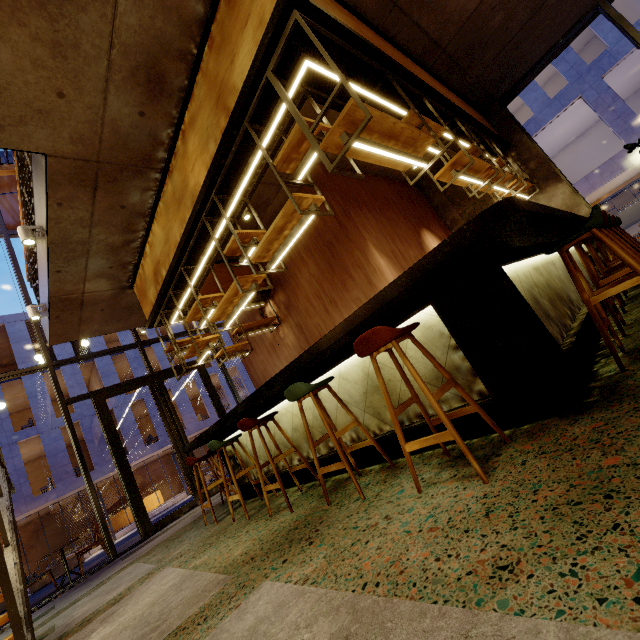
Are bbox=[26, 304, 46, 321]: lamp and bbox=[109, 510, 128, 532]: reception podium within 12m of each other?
no

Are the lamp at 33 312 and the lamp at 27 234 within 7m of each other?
yes

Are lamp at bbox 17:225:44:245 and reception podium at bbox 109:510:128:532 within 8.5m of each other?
no

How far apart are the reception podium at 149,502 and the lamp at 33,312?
24.9 meters

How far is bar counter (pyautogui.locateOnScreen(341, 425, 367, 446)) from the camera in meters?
3.2 m

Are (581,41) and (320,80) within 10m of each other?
no

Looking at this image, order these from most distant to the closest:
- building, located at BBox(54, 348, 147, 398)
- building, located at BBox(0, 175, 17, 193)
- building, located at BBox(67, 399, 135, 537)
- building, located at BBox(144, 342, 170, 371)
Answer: building, located at BBox(144, 342, 170, 371) → building, located at BBox(54, 348, 147, 398) → building, located at BBox(67, 399, 135, 537) → building, located at BBox(0, 175, 17, 193)

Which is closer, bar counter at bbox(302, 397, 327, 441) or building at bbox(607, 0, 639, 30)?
bar counter at bbox(302, 397, 327, 441)
